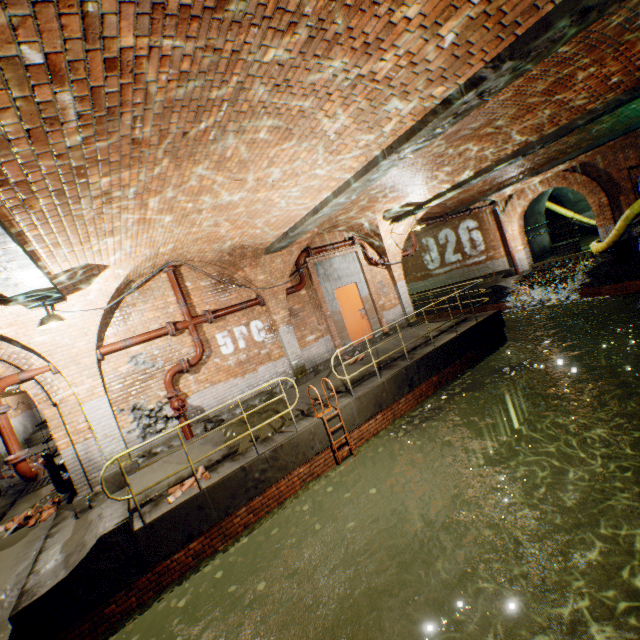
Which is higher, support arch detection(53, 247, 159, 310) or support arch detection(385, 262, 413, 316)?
support arch detection(53, 247, 159, 310)

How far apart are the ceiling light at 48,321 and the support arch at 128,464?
0.7 meters

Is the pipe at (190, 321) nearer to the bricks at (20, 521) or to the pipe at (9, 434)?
the pipe at (9, 434)

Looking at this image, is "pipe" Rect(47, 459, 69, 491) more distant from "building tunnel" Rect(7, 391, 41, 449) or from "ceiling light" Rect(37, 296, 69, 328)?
"ceiling light" Rect(37, 296, 69, 328)

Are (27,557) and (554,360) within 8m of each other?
no

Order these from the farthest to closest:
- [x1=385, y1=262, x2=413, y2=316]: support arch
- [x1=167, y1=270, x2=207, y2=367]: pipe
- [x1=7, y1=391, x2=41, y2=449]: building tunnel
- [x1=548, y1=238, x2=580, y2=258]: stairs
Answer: [x1=548, y1=238, x2=580, y2=258]: stairs, [x1=7, y1=391, x2=41, y2=449]: building tunnel, [x1=385, y1=262, x2=413, y2=316]: support arch, [x1=167, y1=270, x2=207, y2=367]: pipe

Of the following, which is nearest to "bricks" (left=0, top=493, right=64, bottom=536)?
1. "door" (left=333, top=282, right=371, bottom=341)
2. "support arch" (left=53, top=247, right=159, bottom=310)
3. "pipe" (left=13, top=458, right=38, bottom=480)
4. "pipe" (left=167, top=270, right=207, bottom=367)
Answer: "pipe" (left=13, top=458, right=38, bottom=480)

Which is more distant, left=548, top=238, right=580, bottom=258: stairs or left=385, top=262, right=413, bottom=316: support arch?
left=548, top=238, right=580, bottom=258: stairs
